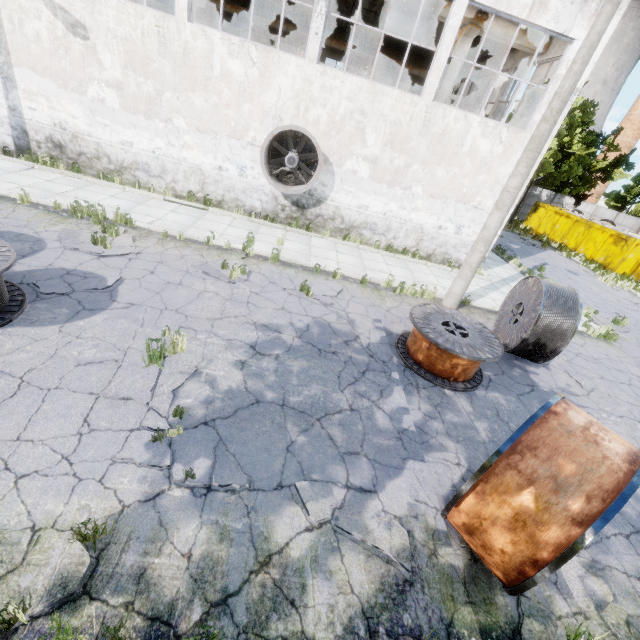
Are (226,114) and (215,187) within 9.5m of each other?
yes

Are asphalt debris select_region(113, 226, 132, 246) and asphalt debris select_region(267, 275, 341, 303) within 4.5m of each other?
yes

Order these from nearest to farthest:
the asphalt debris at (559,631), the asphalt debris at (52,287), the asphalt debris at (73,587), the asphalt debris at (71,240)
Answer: the asphalt debris at (73,587) < the asphalt debris at (559,631) < the asphalt debris at (52,287) < the asphalt debris at (71,240)

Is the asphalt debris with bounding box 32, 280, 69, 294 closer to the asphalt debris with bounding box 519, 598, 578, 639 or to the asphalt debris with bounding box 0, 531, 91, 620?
the asphalt debris with bounding box 0, 531, 91, 620

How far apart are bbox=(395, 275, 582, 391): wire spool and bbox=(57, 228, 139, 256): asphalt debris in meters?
6.8

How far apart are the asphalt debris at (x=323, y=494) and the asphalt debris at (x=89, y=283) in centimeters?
542cm

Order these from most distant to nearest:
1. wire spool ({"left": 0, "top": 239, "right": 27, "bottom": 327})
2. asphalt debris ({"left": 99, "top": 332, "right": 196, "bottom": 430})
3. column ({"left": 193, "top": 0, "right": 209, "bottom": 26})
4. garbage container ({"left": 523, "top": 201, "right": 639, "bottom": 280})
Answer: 1. garbage container ({"left": 523, "top": 201, "right": 639, "bottom": 280})
2. column ({"left": 193, "top": 0, "right": 209, "bottom": 26})
3. wire spool ({"left": 0, "top": 239, "right": 27, "bottom": 327})
4. asphalt debris ({"left": 99, "top": 332, "right": 196, "bottom": 430})

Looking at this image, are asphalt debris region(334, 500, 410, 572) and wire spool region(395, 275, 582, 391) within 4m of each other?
yes
